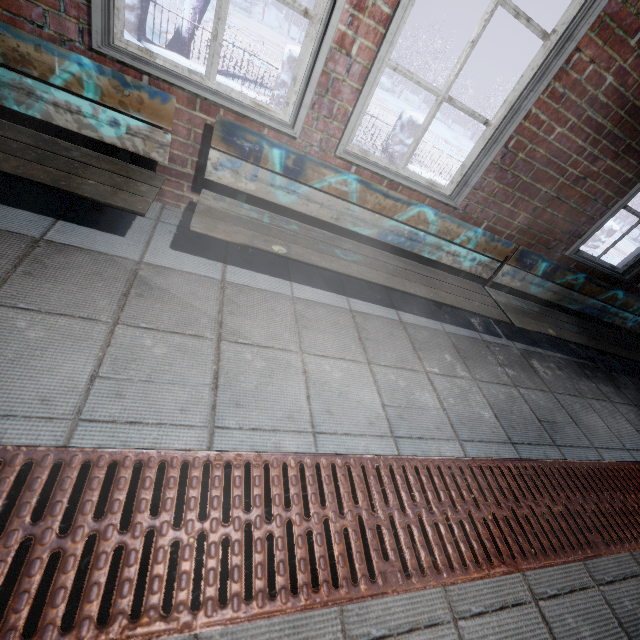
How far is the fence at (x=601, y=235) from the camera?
9.0m

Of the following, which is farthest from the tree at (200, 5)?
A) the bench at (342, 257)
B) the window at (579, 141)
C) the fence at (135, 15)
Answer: the bench at (342, 257)

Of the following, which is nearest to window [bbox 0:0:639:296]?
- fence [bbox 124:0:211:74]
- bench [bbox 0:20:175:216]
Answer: bench [bbox 0:20:175:216]

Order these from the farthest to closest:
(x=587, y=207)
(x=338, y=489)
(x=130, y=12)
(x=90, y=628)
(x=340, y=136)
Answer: (x=130, y=12)
(x=587, y=207)
(x=340, y=136)
(x=338, y=489)
(x=90, y=628)

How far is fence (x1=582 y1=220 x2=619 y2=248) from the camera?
9.0m

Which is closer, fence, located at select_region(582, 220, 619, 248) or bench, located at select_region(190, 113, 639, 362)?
bench, located at select_region(190, 113, 639, 362)

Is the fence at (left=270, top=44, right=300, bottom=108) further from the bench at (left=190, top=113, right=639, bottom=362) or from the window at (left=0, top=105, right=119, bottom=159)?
the bench at (left=190, top=113, right=639, bottom=362)

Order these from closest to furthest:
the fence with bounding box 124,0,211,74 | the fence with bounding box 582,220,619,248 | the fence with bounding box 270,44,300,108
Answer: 1. the fence with bounding box 124,0,211,74
2. the fence with bounding box 270,44,300,108
3. the fence with bounding box 582,220,619,248
